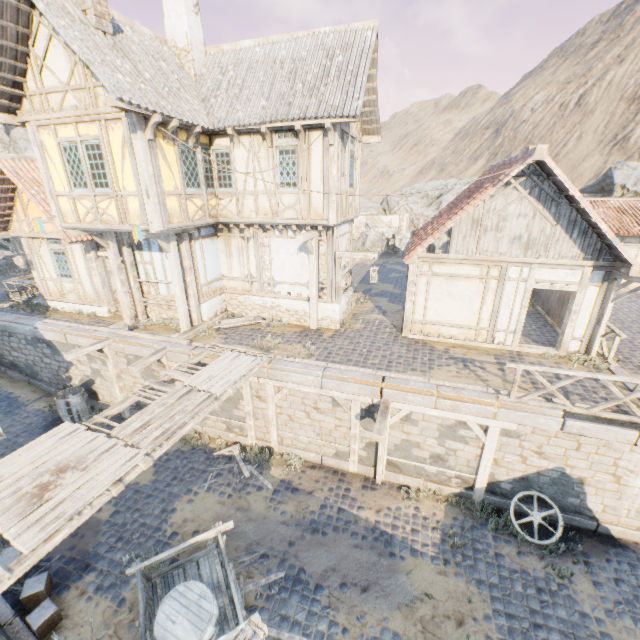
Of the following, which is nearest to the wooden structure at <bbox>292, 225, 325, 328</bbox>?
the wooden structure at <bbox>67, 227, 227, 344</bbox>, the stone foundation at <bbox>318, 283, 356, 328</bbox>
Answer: the stone foundation at <bbox>318, 283, 356, 328</bbox>

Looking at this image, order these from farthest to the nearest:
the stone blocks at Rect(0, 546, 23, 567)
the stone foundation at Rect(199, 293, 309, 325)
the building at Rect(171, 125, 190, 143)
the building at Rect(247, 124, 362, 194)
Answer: the stone foundation at Rect(199, 293, 309, 325) < the building at Rect(247, 124, 362, 194) < the building at Rect(171, 125, 190, 143) < the stone blocks at Rect(0, 546, 23, 567)

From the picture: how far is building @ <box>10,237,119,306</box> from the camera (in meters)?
13.44

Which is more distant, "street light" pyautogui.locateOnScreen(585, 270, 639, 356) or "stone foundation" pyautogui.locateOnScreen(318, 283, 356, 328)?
"stone foundation" pyautogui.locateOnScreen(318, 283, 356, 328)

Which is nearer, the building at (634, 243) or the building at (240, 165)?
the building at (240, 165)

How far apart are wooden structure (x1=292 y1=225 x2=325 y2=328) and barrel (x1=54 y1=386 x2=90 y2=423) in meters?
9.2 m

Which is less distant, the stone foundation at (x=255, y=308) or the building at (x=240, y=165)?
the building at (x=240, y=165)

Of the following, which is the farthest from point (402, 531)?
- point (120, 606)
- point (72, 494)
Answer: point (72, 494)
